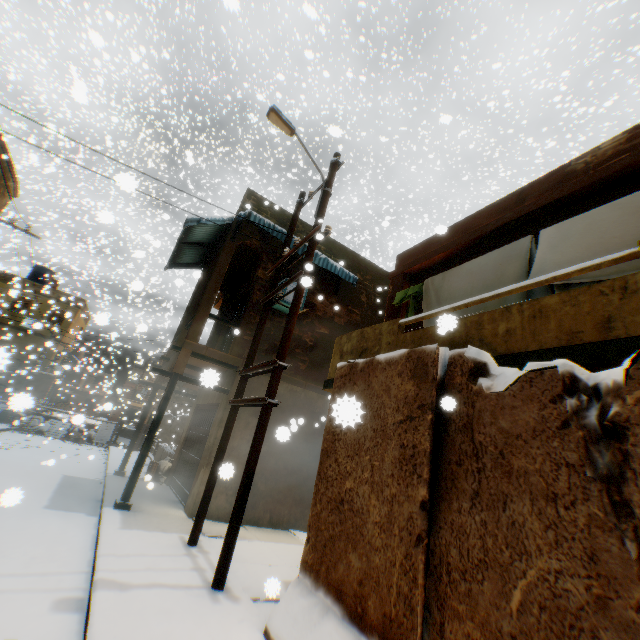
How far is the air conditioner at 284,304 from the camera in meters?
9.7

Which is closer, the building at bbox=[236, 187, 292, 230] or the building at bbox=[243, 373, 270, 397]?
the building at bbox=[243, 373, 270, 397]

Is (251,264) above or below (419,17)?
below

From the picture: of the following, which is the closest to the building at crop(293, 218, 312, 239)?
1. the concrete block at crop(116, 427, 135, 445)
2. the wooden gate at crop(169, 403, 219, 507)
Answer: the wooden gate at crop(169, 403, 219, 507)

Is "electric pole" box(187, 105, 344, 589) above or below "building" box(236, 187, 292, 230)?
below

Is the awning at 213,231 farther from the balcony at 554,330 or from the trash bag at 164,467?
the trash bag at 164,467

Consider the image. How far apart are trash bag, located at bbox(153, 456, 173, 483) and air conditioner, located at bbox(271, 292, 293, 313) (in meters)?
6.89

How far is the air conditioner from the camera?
9.7 meters
